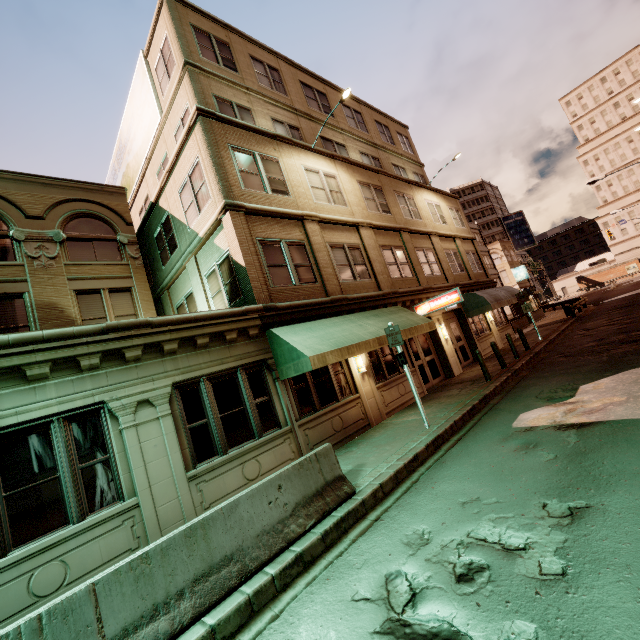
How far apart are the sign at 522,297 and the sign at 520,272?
40.2 meters

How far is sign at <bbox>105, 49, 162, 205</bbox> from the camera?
14.8 meters

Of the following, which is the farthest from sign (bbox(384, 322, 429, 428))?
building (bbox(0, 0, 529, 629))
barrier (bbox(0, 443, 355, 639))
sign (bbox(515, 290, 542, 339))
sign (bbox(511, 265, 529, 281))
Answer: sign (bbox(511, 265, 529, 281))

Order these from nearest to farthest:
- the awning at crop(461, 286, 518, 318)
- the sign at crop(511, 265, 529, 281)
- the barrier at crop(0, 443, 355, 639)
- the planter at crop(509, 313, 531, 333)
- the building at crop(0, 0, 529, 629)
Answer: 1. the barrier at crop(0, 443, 355, 639)
2. the building at crop(0, 0, 529, 629)
3. the awning at crop(461, 286, 518, 318)
4. the planter at crop(509, 313, 531, 333)
5. the sign at crop(511, 265, 529, 281)

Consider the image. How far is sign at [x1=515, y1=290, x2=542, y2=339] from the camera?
18.7 meters

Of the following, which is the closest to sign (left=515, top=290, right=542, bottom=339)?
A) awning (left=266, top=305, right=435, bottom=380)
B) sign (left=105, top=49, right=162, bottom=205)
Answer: awning (left=266, top=305, right=435, bottom=380)

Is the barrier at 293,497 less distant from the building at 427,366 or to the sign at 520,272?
the building at 427,366

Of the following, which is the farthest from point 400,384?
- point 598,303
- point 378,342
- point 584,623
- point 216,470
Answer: point 598,303
